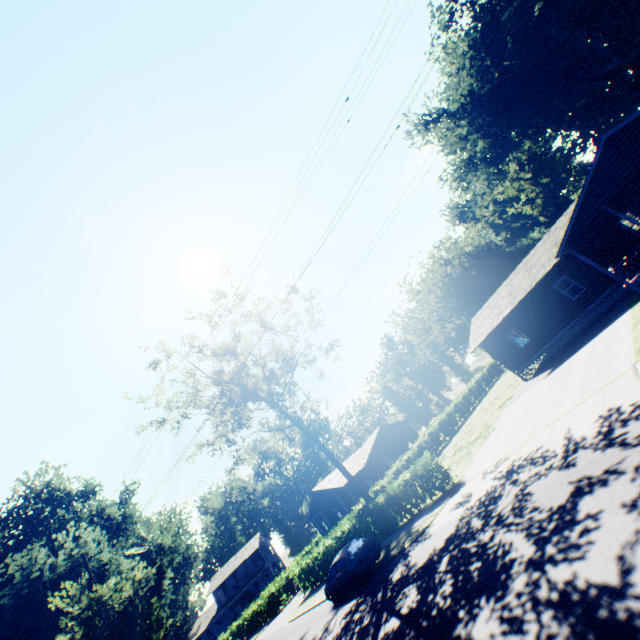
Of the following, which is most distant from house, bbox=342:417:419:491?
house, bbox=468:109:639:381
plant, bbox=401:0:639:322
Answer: house, bbox=468:109:639:381

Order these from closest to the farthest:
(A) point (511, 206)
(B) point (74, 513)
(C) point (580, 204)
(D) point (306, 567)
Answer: (C) point (580, 204), (D) point (306, 567), (B) point (74, 513), (A) point (511, 206)

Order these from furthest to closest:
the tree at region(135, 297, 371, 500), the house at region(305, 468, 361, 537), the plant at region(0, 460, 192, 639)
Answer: the house at region(305, 468, 361, 537), the tree at region(135, 297, 371, 500), the plant at region(0, 460, 192, 639)

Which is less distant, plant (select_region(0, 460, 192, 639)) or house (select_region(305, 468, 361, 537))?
plant (select_region(0, 460, 192, 639))

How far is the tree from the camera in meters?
25.7 m

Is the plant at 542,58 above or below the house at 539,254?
above

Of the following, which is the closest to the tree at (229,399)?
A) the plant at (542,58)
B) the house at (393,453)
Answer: the house at (393,453)

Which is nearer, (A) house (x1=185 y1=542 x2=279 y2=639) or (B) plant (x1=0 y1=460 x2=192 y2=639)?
(B) plant (x1=0 y1=460 x2=192 y2=639)
